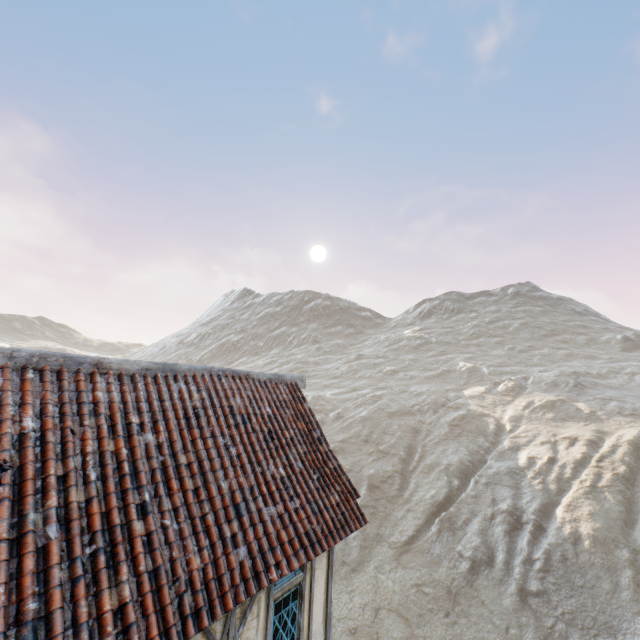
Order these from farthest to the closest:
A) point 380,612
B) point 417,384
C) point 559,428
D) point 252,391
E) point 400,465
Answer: point 417,384 < point 559,428 < point 400,465 < point 380,612 < point 252,391
